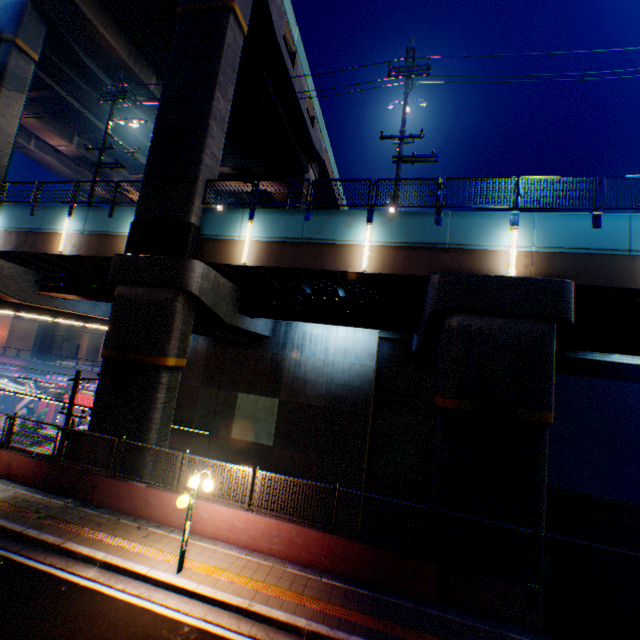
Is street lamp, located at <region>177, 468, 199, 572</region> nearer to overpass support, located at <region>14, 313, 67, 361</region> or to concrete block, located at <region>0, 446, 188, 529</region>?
concrete block, located at <region>0, 446, 188, 529</region>

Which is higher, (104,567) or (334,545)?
(334,545)

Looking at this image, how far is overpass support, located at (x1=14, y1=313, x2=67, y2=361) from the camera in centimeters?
5117cm

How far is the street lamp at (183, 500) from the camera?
7.94m

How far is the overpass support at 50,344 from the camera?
51.2 meters

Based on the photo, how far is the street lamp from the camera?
7.9 meters

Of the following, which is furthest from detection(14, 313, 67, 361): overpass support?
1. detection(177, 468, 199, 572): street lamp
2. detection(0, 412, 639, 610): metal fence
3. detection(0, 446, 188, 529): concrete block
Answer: detection(177, 468, 199, 572): street lamp

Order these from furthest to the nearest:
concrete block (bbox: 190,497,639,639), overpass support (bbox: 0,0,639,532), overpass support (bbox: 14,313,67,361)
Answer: overpass support (bbox: 14,313,67,361)
overpass support (bbox: 0,0,639,532)
concrete block (bbox: 190,497,639,639)
